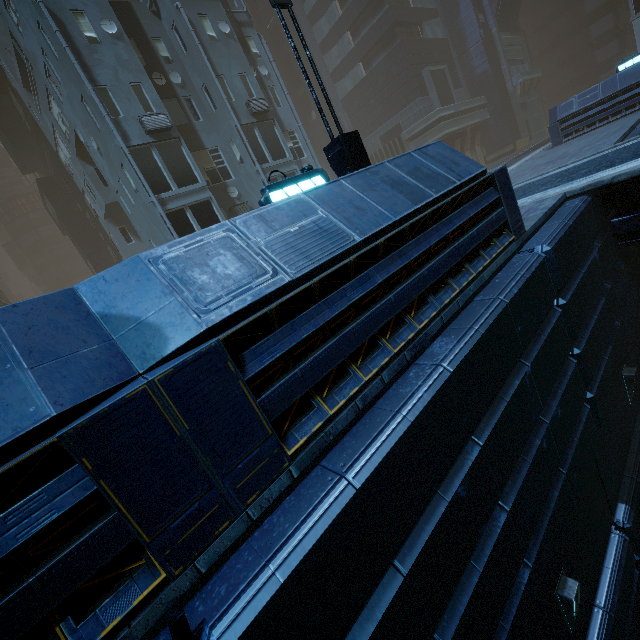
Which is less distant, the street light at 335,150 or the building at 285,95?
the building at 285,95

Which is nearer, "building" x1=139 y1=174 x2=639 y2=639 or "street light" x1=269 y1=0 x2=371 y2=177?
"building" x1=139 y1=174 x2=639 y2=639

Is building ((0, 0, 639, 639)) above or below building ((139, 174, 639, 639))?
above

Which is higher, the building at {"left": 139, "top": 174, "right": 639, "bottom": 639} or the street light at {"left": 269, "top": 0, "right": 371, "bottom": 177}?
the street light at {"left": 269, "top": 0, "right": 371, "bottom": 177}

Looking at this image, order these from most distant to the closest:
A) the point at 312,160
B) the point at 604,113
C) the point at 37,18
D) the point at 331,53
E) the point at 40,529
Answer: the point at 331,53 < the point at 312,160 < the point at 604,113 < the point at 37,18 < the point at 40,529
